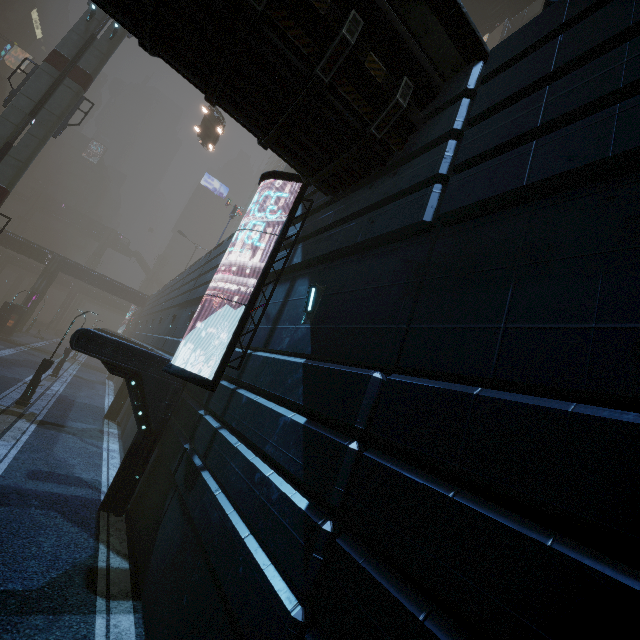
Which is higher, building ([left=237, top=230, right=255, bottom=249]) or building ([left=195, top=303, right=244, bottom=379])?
building ([left=237, top=230, right=255, bottom=249])

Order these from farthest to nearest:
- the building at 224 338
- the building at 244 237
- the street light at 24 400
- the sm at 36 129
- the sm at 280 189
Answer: the sm at 280 189
the sm at 36 129
the street light at 24 400
the building at 244 237
the building at 224 338

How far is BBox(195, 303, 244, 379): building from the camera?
9.72m

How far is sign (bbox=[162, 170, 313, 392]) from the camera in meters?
7.9

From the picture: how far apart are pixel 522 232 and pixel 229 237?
19.39m

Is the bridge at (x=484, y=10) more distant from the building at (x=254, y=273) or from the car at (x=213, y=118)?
the car at (x=213, y=118)

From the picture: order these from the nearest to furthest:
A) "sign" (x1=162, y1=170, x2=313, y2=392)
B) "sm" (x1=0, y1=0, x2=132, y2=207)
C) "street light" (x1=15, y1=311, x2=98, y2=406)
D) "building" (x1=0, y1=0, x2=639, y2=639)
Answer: "building" (x1=0, y1=0, x2=639, y2=639) → "sign" (x1=162, y1=170, x2=313, y2=392) → "street light" (x1=15, y1=311, x2=98, y2=406) → "sm" (x1=0, y1=0, x2=132, y2=207)
